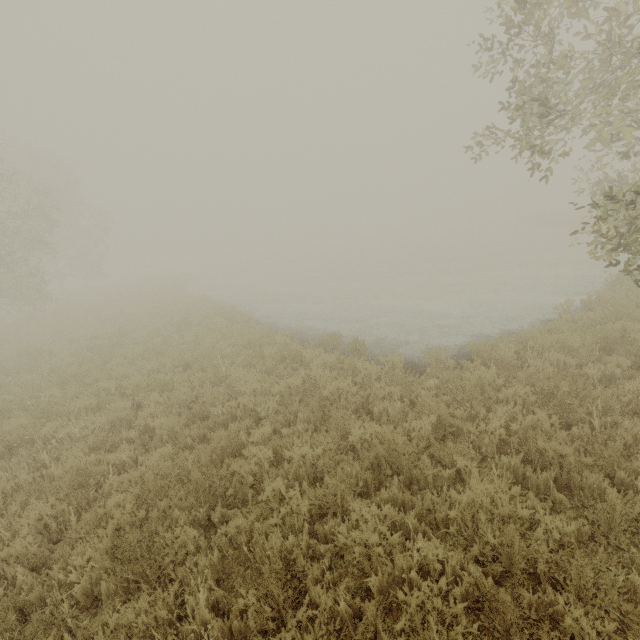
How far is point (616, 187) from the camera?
6.1m

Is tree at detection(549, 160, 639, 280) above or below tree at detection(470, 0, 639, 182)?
below

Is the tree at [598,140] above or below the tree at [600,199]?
above
